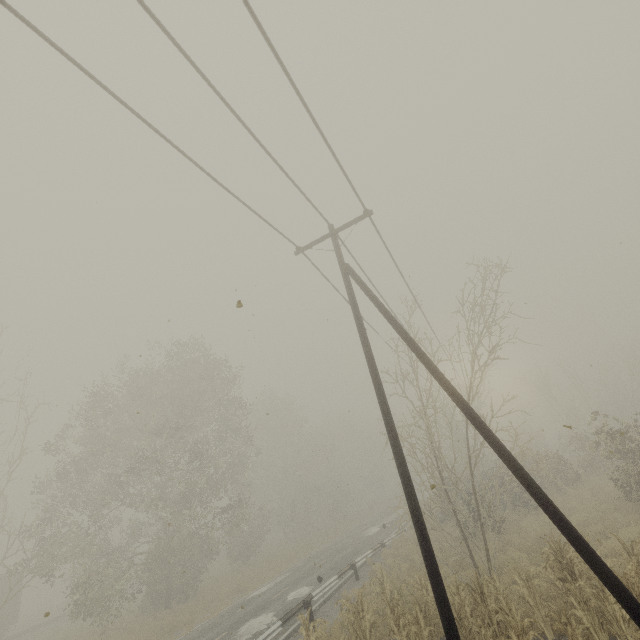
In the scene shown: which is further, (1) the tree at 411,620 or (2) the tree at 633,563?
(1) the tree at 411,620

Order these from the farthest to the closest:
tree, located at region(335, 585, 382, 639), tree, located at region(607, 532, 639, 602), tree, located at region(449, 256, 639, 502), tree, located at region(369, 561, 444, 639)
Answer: tree, located at region(449, 256, 639, 502) → tree, located at region(335, 585, 382, 639) → tree, located at region(369, 561, 444, 639) → tree, located at region(607, 532, 639, 602)

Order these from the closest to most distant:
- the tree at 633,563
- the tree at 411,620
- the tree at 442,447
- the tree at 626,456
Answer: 1. the tree at 633,563
2. the tree at 442,447
3. the tree at 411,620
4. the tree at 626,456

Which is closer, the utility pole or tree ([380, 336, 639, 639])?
the utility pole

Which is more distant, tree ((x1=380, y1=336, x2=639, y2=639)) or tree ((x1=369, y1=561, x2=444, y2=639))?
tree ((x1=369, y1=561, x2=444, y2=639))

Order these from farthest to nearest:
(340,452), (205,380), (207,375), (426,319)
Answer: (340,452), (205,380), (207,375), (426,319)
